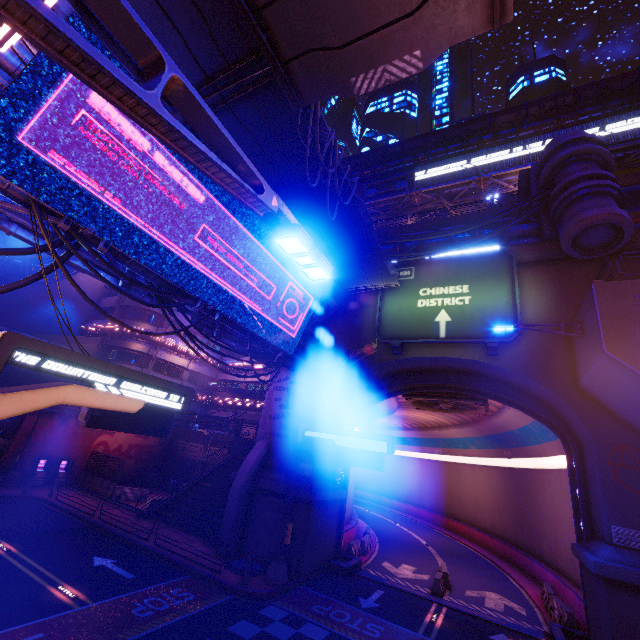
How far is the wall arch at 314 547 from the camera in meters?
17.0

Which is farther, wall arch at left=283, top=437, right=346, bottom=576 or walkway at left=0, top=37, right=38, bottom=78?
wall arch at left=283, top=437, right=346, bottom=576

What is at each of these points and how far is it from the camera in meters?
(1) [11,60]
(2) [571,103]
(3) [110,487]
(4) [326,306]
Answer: (1) walkway, 8.5
(2) walkway, 36.2
(3) fence, 25.6
(4) walkway, 22.0

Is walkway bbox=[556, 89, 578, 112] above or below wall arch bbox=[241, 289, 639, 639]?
above

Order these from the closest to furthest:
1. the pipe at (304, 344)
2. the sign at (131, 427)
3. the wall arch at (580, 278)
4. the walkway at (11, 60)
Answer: the sign at (131, 427) < the walkway at (11, 60) < the wall arch at (580, 278) < the pipe at (304, 344)

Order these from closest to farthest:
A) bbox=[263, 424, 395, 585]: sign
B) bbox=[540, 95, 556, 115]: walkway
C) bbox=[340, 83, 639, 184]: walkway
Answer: bbox=[263, 424, 395, 585]: sign → bbox=[340, 83, 639, 184]: walkway → bbox=[540, 95, 556, 115]: walkway

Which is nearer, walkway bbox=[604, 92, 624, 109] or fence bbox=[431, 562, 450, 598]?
fence bbox=[431, 562, 450, 598]

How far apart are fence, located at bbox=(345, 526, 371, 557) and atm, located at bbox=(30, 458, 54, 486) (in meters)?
24.72
